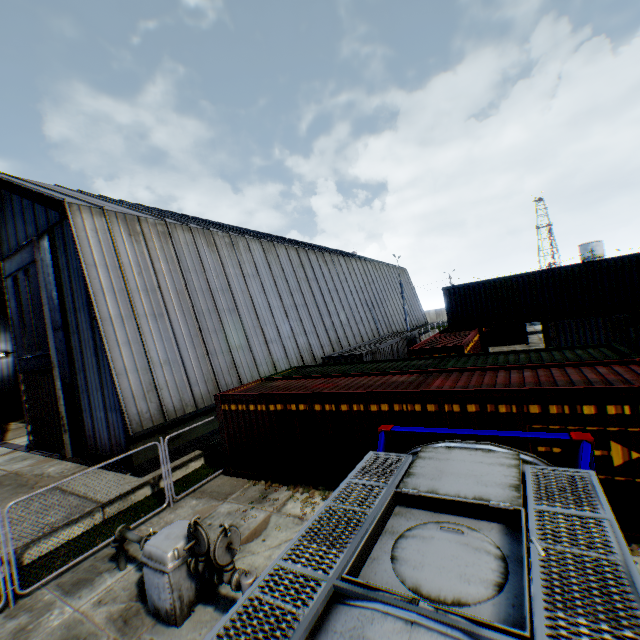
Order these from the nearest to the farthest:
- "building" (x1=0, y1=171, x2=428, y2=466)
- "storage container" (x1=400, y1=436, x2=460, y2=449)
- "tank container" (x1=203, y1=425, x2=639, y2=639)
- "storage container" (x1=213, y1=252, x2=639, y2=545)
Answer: "tank container" (x1=203, y1=425, x2=639, y2=639)
"storage container" (x1=213, y1=252, x2=639, y2=545)
"storage container" (x1=400, y1=436, x2=460, y2=449)
"building" (x1=0, y1=171, x2=428, y2=466)

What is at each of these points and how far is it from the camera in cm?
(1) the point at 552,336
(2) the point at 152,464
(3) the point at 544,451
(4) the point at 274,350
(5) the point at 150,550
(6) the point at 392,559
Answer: (1) storage container, 1869
(2) building, 1216
(3) storage container, 666
(4) building, 1973
(5) gas meter pipe, 609
(6) tank container, 295

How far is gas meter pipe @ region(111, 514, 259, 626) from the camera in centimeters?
548cm

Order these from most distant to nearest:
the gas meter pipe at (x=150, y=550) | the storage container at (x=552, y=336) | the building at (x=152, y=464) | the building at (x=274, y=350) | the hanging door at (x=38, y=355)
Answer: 1. the hanging door at (x=38, y=355)
2. the building at (x=274, y=350)
3. the building at (x=152, y=464)
4. the storage container at (x=552, y=336)
5. the gas meter pipe at (x=150, y=550)

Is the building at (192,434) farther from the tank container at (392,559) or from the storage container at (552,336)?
the tank container at (392,559)

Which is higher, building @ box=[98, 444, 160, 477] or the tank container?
the tank container

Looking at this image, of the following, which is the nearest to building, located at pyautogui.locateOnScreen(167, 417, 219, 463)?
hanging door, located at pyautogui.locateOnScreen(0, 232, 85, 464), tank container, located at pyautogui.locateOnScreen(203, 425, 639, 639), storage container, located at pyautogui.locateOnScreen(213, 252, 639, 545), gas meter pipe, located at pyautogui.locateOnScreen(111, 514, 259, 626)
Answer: hanging door, located at pyautogui.locateOnScreen(0, 232, 85, 464)
